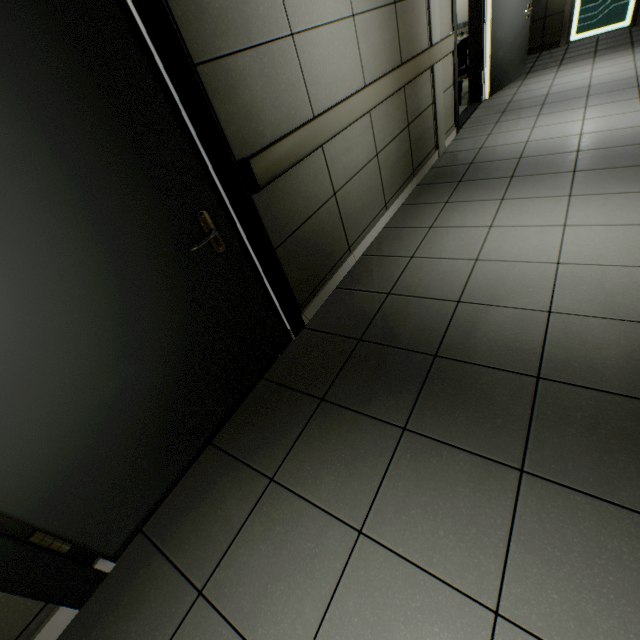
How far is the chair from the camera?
5.75m

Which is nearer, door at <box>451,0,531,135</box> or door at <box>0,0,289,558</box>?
door at <box>0,0,289,558</box>

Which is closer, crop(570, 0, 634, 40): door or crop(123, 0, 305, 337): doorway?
crop(123, 0, 305, 337): doorway

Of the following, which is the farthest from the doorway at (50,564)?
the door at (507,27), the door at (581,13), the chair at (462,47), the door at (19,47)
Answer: the door at (581,13)

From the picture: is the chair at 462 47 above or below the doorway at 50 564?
above

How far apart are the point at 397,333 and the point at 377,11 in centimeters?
267cm

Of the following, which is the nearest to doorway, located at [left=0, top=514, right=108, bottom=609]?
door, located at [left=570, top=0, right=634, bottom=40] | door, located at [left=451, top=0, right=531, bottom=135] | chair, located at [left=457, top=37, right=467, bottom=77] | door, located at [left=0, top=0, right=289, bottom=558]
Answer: door, located at [left=0, top=0, right=289, bottom=558]

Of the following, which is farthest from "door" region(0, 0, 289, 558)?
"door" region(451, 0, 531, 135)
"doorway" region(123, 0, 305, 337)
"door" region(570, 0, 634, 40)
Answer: "door" region(570, 0, 634, 40)
